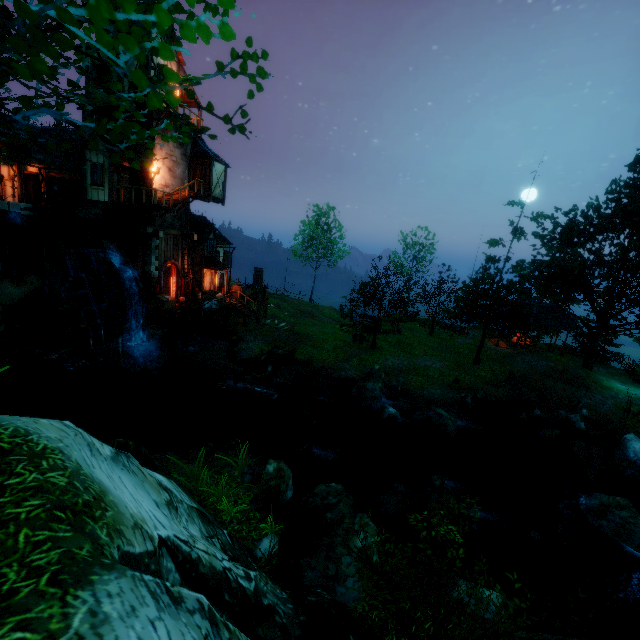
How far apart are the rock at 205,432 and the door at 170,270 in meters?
11.5 m

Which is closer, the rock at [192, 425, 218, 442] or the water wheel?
the rock at [192, 425, 218, 442]

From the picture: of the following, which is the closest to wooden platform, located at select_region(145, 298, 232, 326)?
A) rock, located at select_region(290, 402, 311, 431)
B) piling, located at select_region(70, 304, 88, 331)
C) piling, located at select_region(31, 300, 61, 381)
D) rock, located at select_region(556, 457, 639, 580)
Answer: piling, located at select_region(70, 304, 88, 331)

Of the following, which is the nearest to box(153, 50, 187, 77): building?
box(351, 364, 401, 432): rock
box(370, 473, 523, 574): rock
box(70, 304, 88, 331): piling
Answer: box(70, 304, 88, 331): piling

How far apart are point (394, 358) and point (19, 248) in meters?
28.0

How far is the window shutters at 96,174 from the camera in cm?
Answer: 1962

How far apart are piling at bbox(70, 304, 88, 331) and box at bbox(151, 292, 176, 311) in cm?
408

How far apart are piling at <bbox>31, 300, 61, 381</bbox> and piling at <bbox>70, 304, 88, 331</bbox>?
1.0 meters
